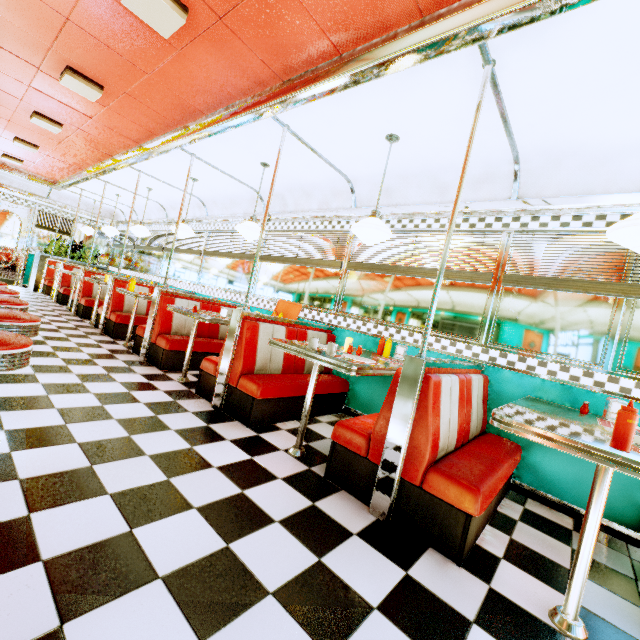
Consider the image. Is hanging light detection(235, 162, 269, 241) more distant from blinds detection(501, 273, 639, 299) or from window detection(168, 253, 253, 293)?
blinds detection(501, 273, 639, 299)

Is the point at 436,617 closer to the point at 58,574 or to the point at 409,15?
the point at 58,574

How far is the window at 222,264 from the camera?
6.2 meters

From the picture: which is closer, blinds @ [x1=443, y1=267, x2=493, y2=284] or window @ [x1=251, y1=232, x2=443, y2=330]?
blinds @ [x1=443, y1=267, x2=493, y2=284]

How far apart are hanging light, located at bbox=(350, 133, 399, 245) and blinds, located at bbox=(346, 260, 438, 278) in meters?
0.8

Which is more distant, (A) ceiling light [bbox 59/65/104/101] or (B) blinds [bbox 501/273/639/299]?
(A) ceiling light [bbox 59/65/104/101]

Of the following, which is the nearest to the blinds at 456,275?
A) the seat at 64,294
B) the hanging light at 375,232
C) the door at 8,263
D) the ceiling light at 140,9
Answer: the hanging light at 375,232

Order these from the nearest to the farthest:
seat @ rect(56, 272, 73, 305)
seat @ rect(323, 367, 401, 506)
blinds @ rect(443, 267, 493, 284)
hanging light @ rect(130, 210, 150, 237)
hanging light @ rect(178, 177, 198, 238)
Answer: seat @ rect(323, 367, 401, 506) → blinds @ rect(443, 267, 493, 284) → hanging light @ rect(178, 177, 198, 238) → hanging light @ rect(130, 210, 150, 237) → seat @ rect(56, 272, 73, 305)
